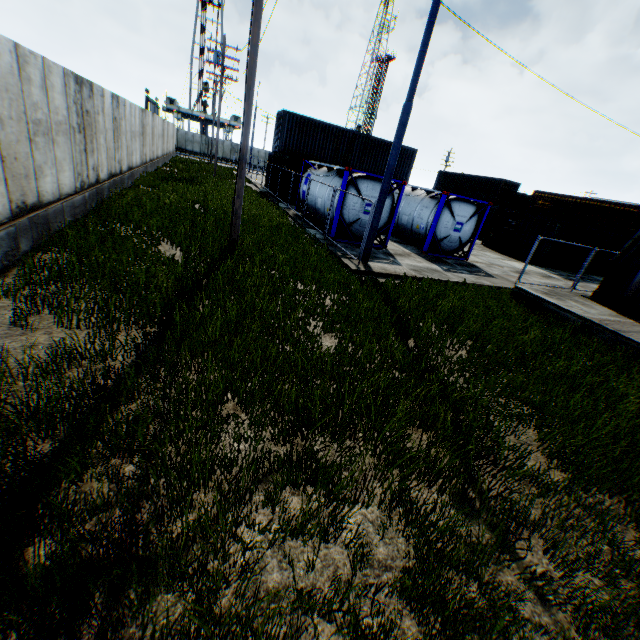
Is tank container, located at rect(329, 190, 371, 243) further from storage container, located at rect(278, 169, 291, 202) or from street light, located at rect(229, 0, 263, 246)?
street light, located at rect(229, 0, 263, 246)

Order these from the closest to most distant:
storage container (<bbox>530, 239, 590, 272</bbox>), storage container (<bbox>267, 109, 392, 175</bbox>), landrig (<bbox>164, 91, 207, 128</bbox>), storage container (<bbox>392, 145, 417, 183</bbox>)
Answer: storage container (<bbox>530, 239, 590, 272</bbox>), storage container (<bbox>267, 109, 392, 175</bbox>), storage container (<bbox>392, 145, 417, 183</bbox>), landrig (<bbox>164, 91, 207, 128</bbox>)

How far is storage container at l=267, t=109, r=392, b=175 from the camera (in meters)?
24.31

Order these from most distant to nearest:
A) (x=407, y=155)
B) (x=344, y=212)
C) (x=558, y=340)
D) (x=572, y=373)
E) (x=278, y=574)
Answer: (x=407, y=155) < (x=344, y=212) < (x=558, y=340) < (x=572, y=373) < (x=278, y=574)

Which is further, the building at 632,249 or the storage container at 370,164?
the storage container at 370,164

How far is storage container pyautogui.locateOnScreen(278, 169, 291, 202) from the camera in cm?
2212

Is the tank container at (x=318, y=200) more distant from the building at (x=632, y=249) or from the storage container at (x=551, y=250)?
the storage container at (x=551, y=250)

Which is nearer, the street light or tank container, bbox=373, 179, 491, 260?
the street light
